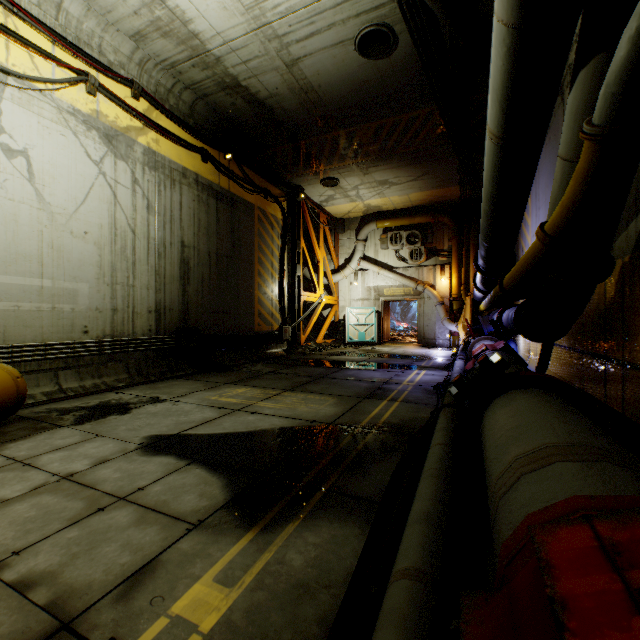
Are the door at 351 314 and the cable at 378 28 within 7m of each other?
no

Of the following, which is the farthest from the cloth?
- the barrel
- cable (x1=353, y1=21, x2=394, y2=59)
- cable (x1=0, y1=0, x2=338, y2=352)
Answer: the barrel

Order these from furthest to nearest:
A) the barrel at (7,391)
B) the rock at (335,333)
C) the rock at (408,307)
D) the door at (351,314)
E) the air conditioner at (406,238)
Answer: the rock at (408,307) < the door at (351,314) < the air conditioner at (406,238) < the rock at (335,333) < the barrel at (7,391)

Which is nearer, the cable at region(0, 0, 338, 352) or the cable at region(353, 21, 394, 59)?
the cable at region(0, 0, 338, 352)

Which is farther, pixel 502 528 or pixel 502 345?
pixel 502 345

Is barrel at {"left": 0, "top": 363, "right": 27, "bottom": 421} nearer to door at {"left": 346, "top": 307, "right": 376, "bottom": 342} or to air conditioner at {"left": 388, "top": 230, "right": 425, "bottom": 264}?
door at {"left": 346, "top": 307, "right": 376, "bottom": 342}

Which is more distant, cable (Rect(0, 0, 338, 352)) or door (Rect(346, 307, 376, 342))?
door (Rect(346, 307, 376, 342))

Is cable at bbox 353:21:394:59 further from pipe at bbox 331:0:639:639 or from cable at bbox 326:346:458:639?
cable at bbox 326:346:458:639
